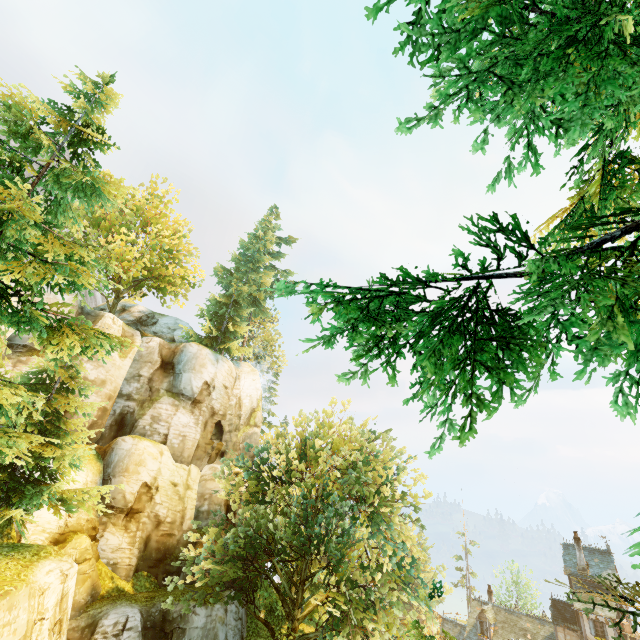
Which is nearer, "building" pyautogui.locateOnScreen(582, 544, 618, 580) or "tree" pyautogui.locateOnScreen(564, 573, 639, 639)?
"tree" pyautogui.locateOnScreen(564, 573, 639, 639)

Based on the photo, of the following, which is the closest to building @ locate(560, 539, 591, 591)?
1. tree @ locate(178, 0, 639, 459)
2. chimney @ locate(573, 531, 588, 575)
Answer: chimney @ locate(573, 531, 588, 575)

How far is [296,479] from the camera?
47.1 meters

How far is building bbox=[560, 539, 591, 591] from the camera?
30.7m

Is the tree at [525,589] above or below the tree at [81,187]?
below

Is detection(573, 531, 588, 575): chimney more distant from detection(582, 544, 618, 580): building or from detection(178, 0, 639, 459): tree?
detection(178, 0, 639, 459): tree

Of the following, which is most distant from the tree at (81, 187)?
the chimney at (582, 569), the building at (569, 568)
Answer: the chimney at (582, 569)
